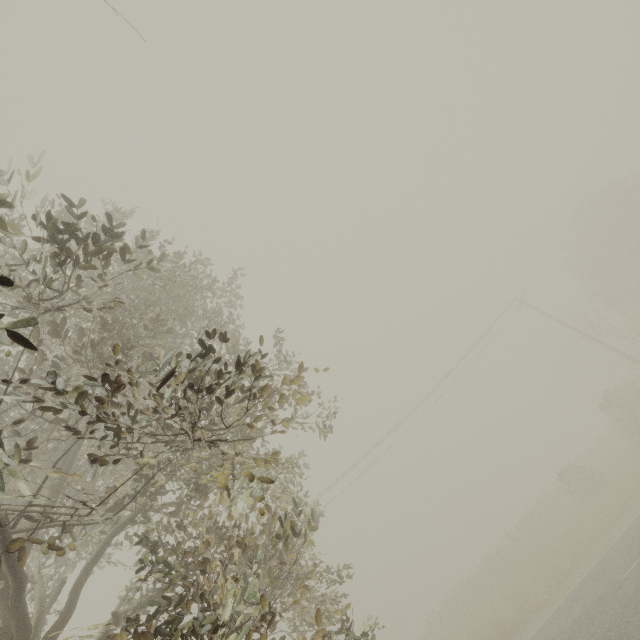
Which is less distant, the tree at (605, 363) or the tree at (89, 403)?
the tree at (89, 403)

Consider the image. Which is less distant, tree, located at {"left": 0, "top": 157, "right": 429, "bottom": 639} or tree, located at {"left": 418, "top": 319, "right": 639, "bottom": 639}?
tree, located at {"left": 0, "top": 157, "right": 429, "bottom": 639}

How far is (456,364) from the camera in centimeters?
2436cm
